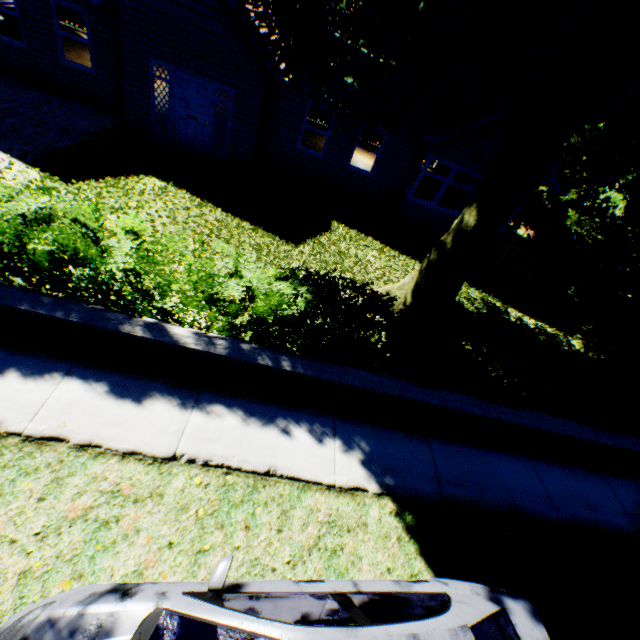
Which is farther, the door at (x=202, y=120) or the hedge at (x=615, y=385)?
the door at (x=202, y=120)

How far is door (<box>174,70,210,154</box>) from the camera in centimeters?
988cm

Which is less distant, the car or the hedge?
the car

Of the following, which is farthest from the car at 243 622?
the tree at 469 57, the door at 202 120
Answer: the door at 202 120

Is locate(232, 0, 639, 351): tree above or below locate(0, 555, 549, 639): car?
above

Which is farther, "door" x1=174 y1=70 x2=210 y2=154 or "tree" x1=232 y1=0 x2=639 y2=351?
"door" x1=174 y1=70 x2=210 y2=154

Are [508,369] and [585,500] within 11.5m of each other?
yes

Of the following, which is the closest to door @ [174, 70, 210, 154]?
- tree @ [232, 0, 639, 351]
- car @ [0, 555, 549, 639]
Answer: tree @ [232, 0, 639, 351]
